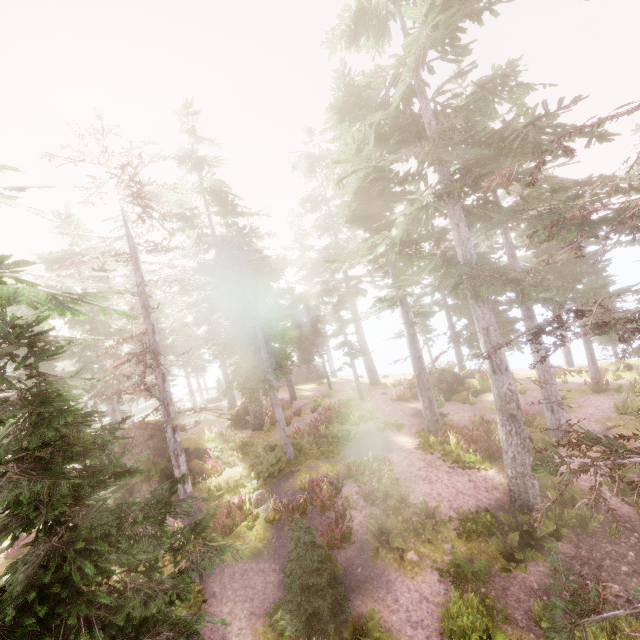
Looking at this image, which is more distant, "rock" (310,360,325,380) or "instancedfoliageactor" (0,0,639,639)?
"rock" (310,360,325,380)

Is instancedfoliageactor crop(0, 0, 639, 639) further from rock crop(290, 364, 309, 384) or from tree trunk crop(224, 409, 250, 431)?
tree trunk crop(224, 409, 250, 431)

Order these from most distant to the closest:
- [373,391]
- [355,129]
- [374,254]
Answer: [373,391] < [374,254] < [355,129]

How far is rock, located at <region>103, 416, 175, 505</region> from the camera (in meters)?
16.08

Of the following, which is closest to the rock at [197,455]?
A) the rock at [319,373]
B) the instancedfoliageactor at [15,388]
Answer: the instancedfoliageactor at [15,388]

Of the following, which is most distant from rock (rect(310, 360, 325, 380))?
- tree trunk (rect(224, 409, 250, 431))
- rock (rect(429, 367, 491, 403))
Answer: rock (rect(429, 367, 491, 403))

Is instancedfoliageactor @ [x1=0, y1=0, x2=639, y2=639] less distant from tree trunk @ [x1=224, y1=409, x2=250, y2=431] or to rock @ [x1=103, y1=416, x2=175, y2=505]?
rock @ [x1=103, y1=416, x2=175, y2=505]

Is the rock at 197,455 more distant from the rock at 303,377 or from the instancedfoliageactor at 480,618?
the rock at 303,377
